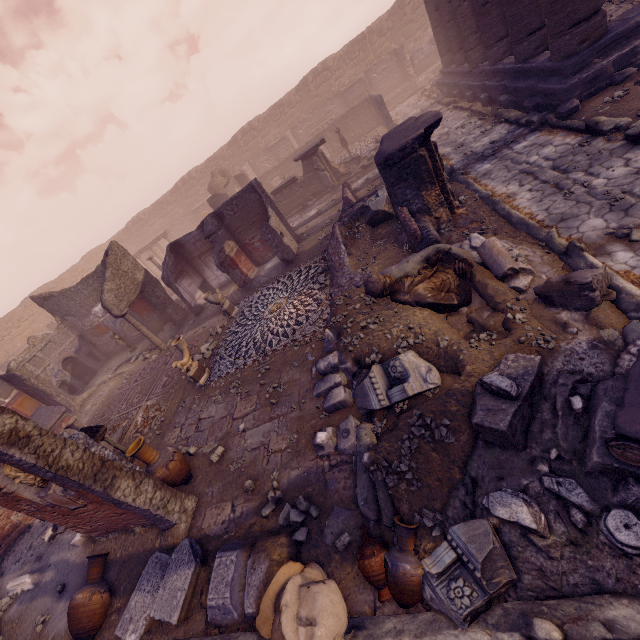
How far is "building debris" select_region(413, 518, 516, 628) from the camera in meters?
2.7 m

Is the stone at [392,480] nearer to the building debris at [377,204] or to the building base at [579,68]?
the building debris at [377,204]

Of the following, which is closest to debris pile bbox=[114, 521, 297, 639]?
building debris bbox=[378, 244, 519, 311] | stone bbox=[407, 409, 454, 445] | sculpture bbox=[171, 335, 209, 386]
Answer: building debris bbox=[378, 244, 519, 311]

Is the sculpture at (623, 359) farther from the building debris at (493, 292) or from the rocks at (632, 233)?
the rocks at (632, 233)

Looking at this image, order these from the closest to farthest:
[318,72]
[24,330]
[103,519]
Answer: [103,519], [24,330], [318,72]

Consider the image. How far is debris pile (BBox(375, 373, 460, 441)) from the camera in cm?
412

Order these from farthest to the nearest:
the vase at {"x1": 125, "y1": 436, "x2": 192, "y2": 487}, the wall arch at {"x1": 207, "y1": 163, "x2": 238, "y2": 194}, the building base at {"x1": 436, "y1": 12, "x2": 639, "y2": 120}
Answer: the wall arch at {"x1": 207, "y1": 163, "x2": 238, "y2": 194} → the building base at {"x1": 436, "y1": 12, "x2": 639, "y2": 120} → the vase at {"x1": 125, "y1": 436, "x2": 192, "y2": 487}

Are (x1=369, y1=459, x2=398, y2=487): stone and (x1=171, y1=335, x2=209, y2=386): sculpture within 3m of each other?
no
